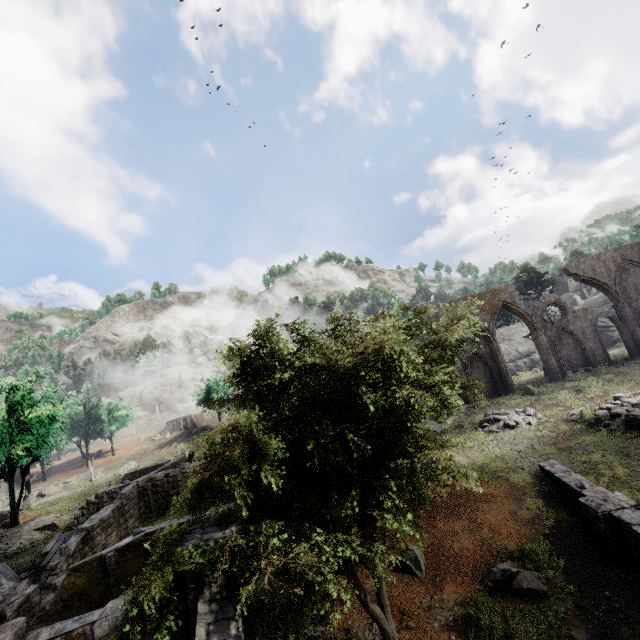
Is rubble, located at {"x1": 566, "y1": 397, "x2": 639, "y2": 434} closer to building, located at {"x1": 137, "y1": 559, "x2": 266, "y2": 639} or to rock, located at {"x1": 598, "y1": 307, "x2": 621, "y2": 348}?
rock, located at {"x1": 598, "y1": 307, "x2": 621, "y2": 348}

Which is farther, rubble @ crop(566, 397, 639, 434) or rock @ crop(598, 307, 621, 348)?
rock @ crop(598, 307, 621, 348)

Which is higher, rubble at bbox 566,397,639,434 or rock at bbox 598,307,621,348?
rock at bbox 598,307,621,348

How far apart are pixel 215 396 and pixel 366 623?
44.86m

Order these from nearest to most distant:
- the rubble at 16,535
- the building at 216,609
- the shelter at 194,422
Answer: the building at 216,609 < the rubble at 16,535 < the shelter at 194,422

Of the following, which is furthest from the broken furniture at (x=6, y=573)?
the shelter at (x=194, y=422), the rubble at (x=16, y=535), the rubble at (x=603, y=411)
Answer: the shelter at (x=194, y=422)

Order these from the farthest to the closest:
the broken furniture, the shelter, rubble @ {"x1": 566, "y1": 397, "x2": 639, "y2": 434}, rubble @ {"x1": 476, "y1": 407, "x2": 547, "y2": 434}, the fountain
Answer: the shelter
rubble @ {"x1": 476, "y1": 407, "x2": 547, "y2": 434}
rubble @ {"x1": 566, "y1": 397, "x2": 639, "y2": 434}
the fountain
the broken furniture

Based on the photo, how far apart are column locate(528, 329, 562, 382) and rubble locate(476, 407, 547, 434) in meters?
8.8 m
